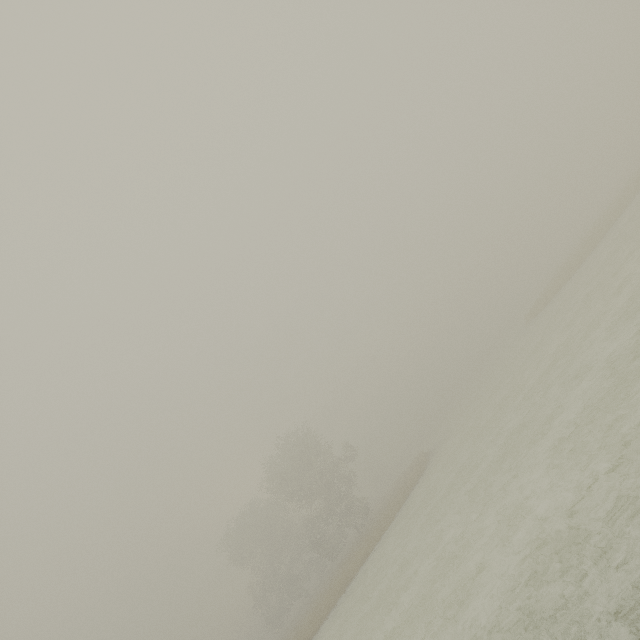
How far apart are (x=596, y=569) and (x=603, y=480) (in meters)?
1.88
